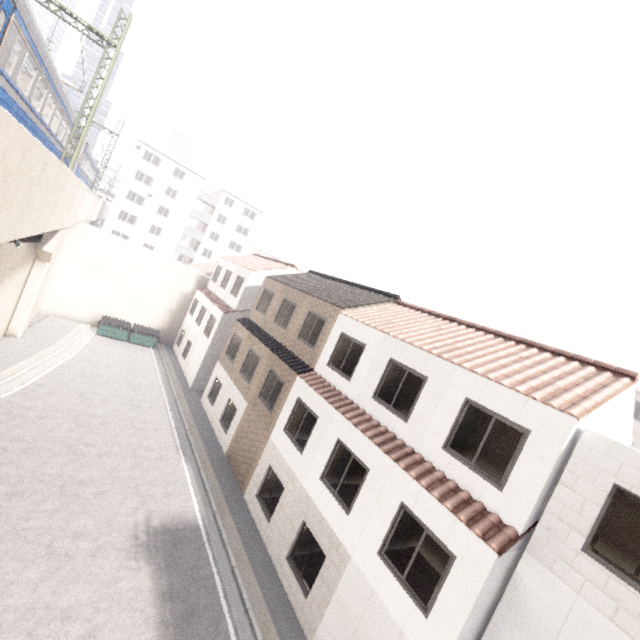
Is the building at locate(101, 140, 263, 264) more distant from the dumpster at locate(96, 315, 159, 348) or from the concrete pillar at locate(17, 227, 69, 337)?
the dumpster at locate(96, 315, 159, 348)

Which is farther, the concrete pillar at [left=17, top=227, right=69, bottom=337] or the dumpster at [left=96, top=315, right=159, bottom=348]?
the dumpster at [left=96, top=315, right=159, bottom=348]

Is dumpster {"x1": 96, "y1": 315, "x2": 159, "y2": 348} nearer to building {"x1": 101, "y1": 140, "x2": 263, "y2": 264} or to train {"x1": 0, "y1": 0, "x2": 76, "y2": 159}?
train {"x1": 0, "y1": 0, "x2": 76, "y2": 159}

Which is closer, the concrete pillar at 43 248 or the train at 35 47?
the train at 35 47

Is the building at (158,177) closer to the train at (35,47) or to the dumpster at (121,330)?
the train at (35,47)

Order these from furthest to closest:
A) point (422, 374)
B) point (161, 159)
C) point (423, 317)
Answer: point (161, 159) < point (423, 317) < point (422, 374)

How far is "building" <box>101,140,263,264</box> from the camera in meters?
44.8 m

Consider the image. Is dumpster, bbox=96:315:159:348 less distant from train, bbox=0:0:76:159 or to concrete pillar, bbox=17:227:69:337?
concrete pillar, bbox=17:227:69:337
